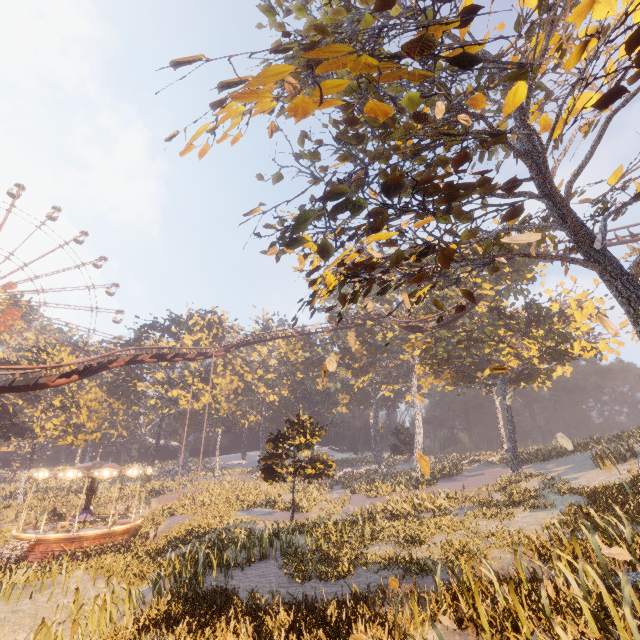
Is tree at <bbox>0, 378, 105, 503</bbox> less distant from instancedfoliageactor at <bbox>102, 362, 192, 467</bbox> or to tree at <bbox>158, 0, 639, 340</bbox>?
instancedfoliageactor at <bbox>102, 362, 192, 467</bbox>

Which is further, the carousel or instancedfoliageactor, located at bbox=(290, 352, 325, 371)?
instancedfoliageactor, located at bbox=(290, 352, 325, 371)

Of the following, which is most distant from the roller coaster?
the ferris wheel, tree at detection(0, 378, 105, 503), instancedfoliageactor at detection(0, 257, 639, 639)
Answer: the ferris wheel

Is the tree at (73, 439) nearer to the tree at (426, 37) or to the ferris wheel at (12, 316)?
the ferris wheel at (12, 316)

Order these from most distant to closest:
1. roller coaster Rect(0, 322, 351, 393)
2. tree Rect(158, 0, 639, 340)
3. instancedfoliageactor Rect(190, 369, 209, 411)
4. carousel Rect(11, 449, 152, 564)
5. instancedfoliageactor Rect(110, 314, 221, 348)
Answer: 1. instancedfoliageactor Rect(110, 314, 221, 348)
2. instancedfoliageactor Rect(190, 369, 209, 411)
3. carousel Rect(11, 449, 152, 564)
4. roller coaster Rect(0, 322, 351, 393)
5. tree Rect(158, 0, 639, 340)

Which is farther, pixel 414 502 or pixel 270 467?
pixel 270 467

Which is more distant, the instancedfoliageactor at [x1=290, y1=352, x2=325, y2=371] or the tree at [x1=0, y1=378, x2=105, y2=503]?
the instancedfoliageactor at [x1=290, y1=352, x2=325, y2=371]

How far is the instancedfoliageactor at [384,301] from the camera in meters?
44.8 m
